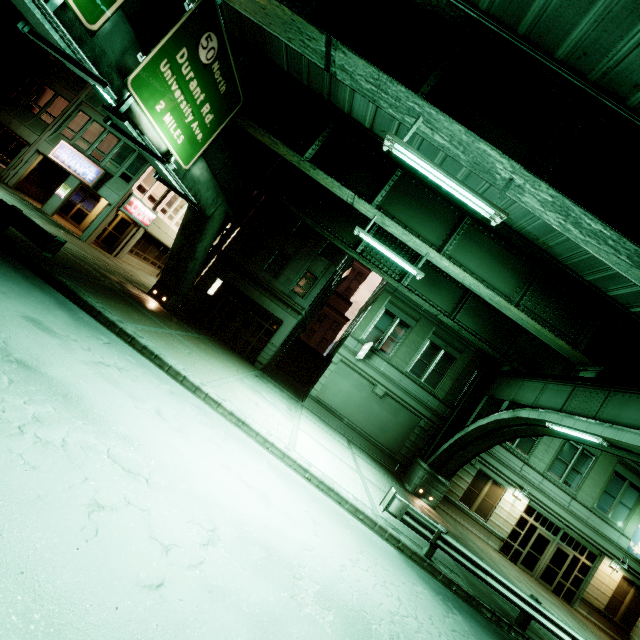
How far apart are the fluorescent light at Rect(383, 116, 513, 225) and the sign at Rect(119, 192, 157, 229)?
20.1 meters

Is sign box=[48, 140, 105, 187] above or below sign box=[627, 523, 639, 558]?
below

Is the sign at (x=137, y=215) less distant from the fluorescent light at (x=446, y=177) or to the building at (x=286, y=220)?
the building at (x=286, y=220)

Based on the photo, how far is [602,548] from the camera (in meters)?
19.38

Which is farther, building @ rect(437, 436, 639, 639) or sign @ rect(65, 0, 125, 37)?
building @ rect(437, 436, 639, 639)

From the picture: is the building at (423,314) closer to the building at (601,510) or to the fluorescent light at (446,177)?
the building at (601,510)

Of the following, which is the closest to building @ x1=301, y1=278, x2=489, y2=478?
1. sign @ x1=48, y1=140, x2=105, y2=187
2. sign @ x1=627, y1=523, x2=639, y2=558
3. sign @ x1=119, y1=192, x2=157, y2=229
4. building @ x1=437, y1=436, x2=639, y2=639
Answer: building @ x1=437, y1=436, x2=639, y2=639

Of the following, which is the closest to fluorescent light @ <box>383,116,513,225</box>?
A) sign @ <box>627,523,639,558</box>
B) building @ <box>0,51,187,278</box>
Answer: building @ <box>0,51,187,278</box>
